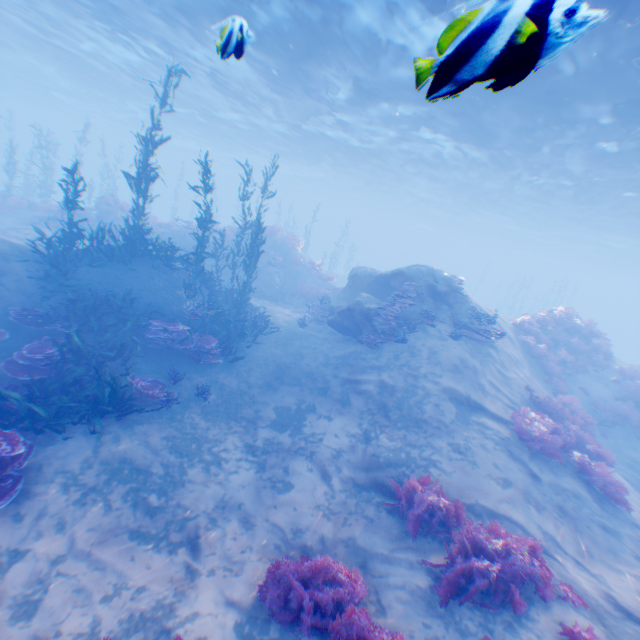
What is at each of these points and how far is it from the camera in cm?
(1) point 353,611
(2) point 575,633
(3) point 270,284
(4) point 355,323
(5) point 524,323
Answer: (1) instancedfoliageactor, 462
(2) instancedfoliageactor, 468
(3) rock, 2111
(4) rock, 1399
(5) instancedfoliageactor, 1652

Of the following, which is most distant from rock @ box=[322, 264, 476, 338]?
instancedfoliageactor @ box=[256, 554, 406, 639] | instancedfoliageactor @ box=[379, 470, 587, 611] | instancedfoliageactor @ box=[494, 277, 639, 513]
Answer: instancedfoliageactor @ box=[494, 277, 639, 513]

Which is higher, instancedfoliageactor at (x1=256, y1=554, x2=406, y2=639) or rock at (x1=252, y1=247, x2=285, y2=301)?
rock at (x1=252, y1=247, x2=285, y2=301)

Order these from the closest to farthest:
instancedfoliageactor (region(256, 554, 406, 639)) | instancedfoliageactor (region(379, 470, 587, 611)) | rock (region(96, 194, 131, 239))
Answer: instancedfoliageactor (region(256, 554, 406, 639)) → instancedfoliageactor (region(379, 470, 587, 611)) → rock (region(96, 194, 131, 239))

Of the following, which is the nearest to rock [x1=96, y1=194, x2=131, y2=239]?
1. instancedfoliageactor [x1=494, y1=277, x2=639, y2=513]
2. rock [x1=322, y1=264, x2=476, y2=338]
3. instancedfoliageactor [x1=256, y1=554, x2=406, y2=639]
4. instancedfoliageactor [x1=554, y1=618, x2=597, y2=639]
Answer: rock [x1=322, y1=264, x2=476, y2=338]

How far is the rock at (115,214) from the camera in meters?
20.1 m

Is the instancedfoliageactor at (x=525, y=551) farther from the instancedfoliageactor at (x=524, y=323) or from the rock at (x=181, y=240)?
the rock at (x=181, y=240)

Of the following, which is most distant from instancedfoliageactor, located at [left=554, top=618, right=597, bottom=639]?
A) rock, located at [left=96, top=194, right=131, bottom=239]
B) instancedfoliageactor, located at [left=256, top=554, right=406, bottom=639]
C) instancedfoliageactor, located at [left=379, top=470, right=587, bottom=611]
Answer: rock, located at [left=96, top=194, right=131, bottom=239]
